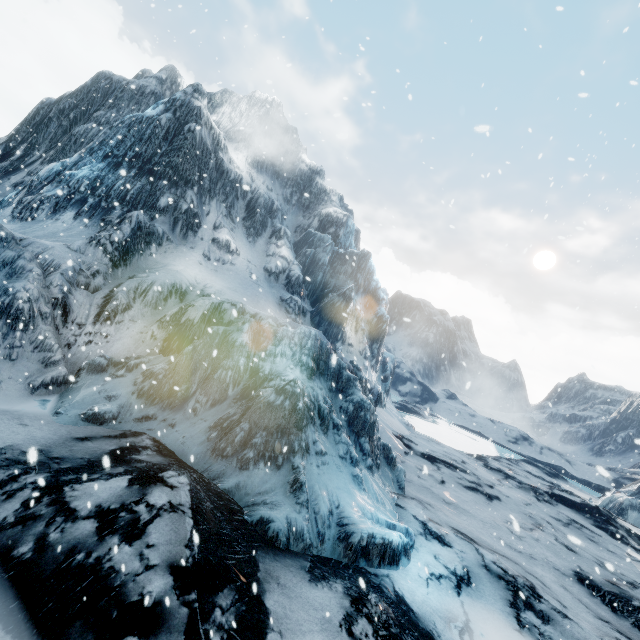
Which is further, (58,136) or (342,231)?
(342,231)
